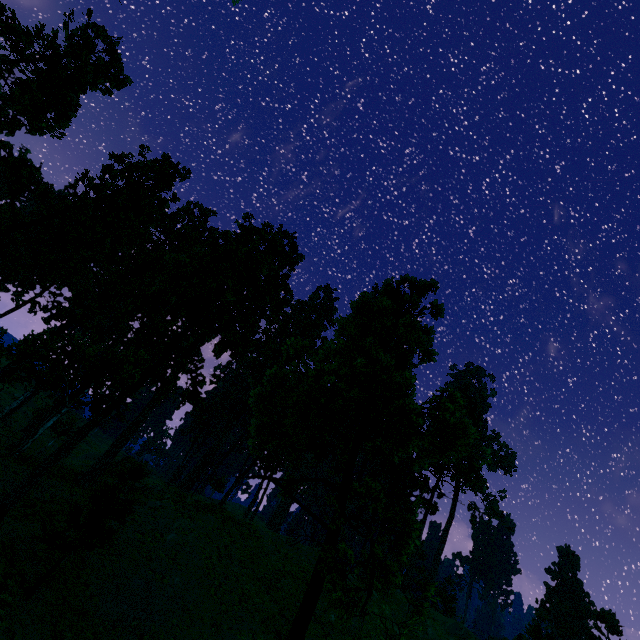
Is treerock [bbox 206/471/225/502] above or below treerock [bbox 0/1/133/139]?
below

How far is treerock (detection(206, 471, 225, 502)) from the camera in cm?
3413

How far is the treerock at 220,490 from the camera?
34.1m

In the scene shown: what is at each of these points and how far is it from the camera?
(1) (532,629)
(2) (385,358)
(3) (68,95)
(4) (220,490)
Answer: (1) treerock, 33.06m
(2) treerock, 11.34m
(3) treerock, 28.91m
(4) treerock, 57.41m

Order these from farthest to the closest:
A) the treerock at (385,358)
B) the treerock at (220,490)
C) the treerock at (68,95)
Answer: the treerock at (220,490), the treerock at (68,95), the treerock at (385,358)

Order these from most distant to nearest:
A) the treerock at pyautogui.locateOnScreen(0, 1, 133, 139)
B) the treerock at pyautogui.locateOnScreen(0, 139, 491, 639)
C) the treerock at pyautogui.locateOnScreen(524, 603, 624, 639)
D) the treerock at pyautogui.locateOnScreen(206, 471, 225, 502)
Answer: the treerock at pyautogui.locateOnScreen(206, 471, 225, 502)
the treerock at pyautogui.locateOnScreen(524, 603, 624, 639)
the treerock at pyautogui.locateOnScreen(0, 1, 133, 139)
the treerock at pyautogui.locateOnScreen(0, 139, 491, 639)

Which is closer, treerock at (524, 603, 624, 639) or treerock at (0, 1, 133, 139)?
treerock at (0, 1, 133, 139)
